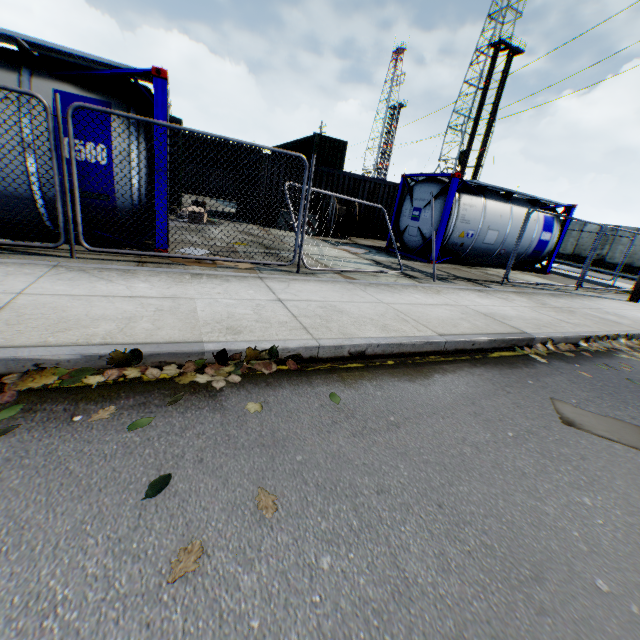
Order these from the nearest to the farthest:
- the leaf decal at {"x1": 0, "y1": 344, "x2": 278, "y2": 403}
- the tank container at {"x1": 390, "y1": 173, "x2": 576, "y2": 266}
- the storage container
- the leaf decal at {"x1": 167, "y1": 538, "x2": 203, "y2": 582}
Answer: the leaf decal at {"x1": 167, "y1": 538, "x2": 203, "y2": 582}
the leaf decal at {"x1": 0, "y1": 344, "x2": 278, "y2": 403}
the tank container at {"x1": 390, "y1": 173, "x2": 576, "y2": 266}
the storage container

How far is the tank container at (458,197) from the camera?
11.2 meters

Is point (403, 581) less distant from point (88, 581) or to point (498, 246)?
point (88, 581)

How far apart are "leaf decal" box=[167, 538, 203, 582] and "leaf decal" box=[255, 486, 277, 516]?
0.3 meters

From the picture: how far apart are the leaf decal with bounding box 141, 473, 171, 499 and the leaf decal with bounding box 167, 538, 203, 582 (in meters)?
0.40

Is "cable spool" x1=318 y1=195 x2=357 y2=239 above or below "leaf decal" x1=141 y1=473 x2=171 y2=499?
above

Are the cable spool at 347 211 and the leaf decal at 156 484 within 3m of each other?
no

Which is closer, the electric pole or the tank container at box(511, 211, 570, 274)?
the electric pole
